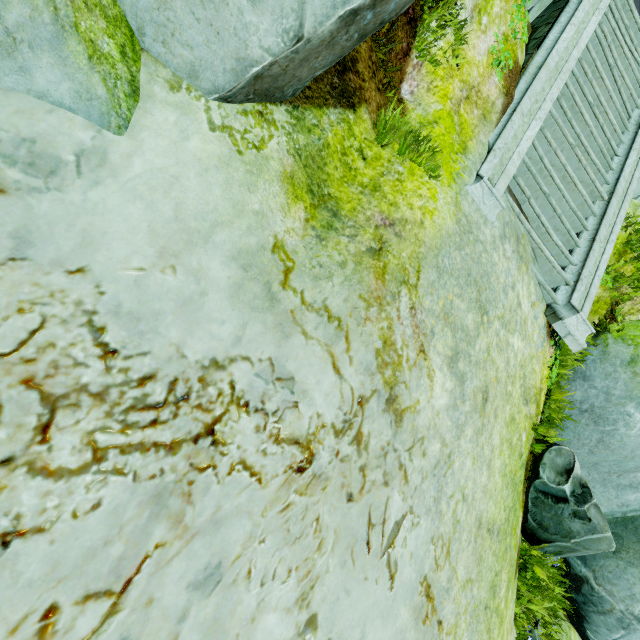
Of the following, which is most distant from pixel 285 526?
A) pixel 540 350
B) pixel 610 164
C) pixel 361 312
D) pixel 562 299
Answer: pixel 610 164

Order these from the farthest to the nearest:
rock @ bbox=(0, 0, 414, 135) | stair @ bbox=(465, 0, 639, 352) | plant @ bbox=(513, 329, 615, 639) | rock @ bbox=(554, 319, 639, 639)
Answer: rock @ bbox=(554, 319, 639, 639)
stair @ bbox=(465, 0, 639, 352)
plant @ bbox=(513, 329, 615, 639)
rock @ bbox=(0, 0, 414, 135)

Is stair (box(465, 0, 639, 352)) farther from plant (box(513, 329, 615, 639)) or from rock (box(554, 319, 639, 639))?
plant (box(513, 329, 615, 639))

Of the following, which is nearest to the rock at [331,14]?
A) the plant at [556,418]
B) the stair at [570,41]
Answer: the stair at [570,41]

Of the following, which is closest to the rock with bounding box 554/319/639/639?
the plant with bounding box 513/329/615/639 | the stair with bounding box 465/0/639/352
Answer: the stair with bounding box 465/0/639/352
